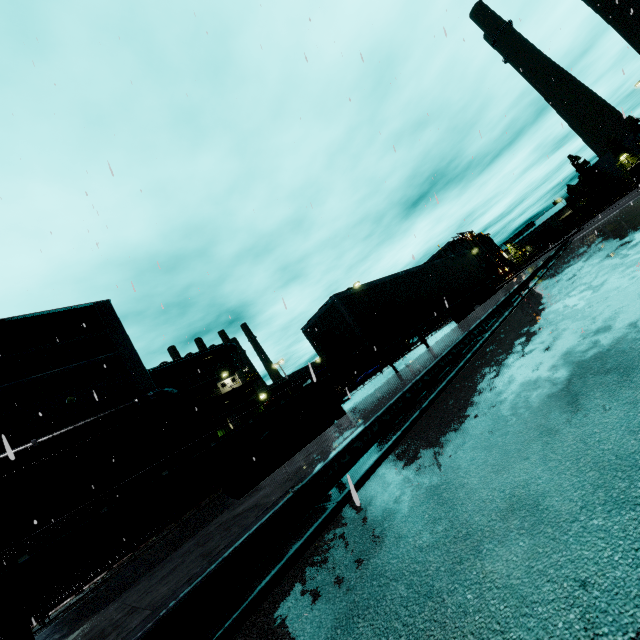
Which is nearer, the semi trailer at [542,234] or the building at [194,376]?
the building at [194,376]

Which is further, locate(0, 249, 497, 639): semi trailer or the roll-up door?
the roll-up door

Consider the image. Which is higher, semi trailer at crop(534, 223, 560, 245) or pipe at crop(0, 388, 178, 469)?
pipe at crop(0, 388, 178, 469)

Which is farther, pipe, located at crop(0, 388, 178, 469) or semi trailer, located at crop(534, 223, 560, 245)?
semi trailer, located at crop(534, 223, 560, 245)

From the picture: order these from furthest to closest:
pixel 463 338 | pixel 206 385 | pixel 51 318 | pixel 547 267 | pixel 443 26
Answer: pixel 206 385
pixel 51 318
pixel 547 267
pixel 463 338
pixel 443 26

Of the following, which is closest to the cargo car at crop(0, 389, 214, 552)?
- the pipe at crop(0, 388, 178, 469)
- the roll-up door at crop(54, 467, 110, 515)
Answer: the pipe at crop(0, 388, 178, 469)

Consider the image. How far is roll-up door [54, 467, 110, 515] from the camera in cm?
1636

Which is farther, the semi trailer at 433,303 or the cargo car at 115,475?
the cargo car at 115,475
